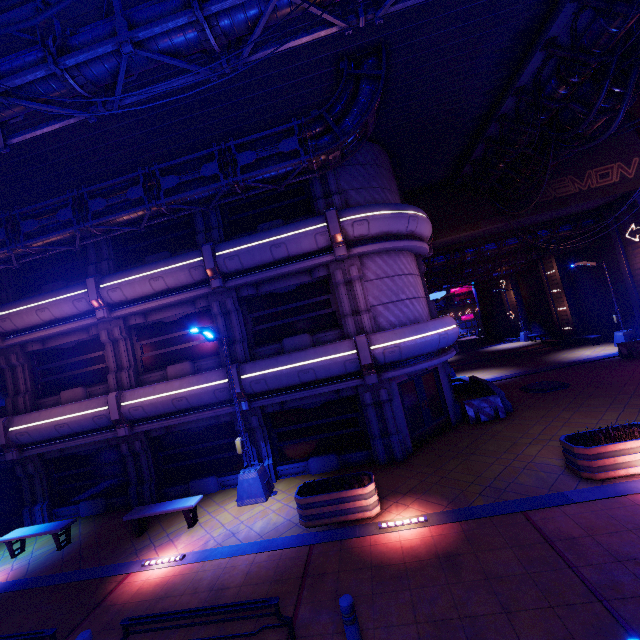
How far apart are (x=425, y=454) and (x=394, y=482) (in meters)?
2.15

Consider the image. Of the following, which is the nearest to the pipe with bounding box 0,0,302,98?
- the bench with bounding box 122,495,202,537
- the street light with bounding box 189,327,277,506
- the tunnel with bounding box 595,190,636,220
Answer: the street light with bounding box 189,327,277,506

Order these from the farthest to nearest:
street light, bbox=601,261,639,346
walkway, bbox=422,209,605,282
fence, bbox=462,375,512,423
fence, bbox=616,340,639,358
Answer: walkway, bbox=422,209,605,282
street light, bbox=601,261,639,346
fence, bbox=616,340,639,358
fence, bbox=462,375,512,423

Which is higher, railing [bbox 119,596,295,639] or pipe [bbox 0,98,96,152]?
pipe [bbox 0,98,96,152]

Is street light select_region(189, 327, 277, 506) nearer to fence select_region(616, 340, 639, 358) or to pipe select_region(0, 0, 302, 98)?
pipe select_region(0, 0, 302, 98)

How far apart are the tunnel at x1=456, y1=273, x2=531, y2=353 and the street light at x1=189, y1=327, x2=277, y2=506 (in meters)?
34.55

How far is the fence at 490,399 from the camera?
13.5 meters

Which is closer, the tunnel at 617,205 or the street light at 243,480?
the street light at 243,480
